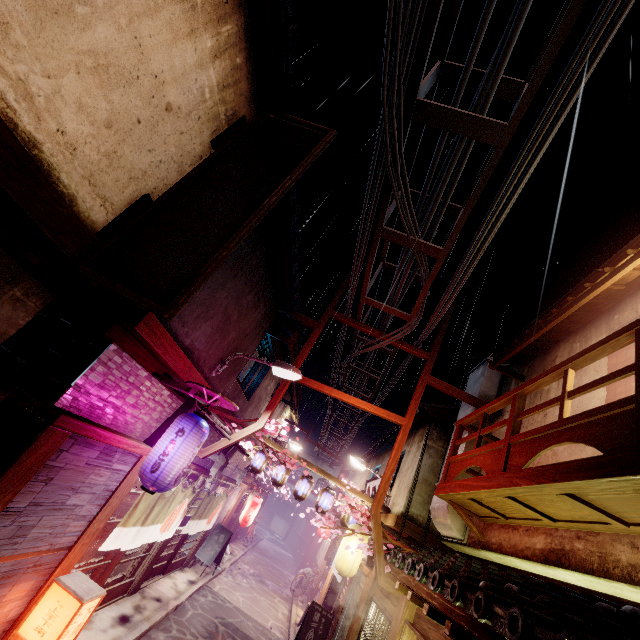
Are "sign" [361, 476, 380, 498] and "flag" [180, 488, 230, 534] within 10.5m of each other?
yes

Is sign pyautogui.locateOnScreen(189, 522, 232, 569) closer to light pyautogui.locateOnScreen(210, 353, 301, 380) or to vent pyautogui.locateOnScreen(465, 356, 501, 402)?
light pyautogui.locateOnScreen(210, 353, 301, 380)

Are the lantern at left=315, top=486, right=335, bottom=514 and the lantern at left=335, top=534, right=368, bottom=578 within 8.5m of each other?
yes

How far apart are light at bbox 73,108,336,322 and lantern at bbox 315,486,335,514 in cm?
1602

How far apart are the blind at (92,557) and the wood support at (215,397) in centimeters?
496cm

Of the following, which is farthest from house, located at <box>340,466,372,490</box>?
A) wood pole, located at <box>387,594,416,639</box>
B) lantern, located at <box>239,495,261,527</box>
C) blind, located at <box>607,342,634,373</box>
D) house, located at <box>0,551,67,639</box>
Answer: house, located at <box>0,551,67,639</box>

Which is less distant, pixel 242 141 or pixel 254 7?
pixel 254 7

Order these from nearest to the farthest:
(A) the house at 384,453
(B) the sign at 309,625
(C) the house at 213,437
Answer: (C) the house at 213,437 < (B) the sign at 309,625 < (A) the house at 384,453
